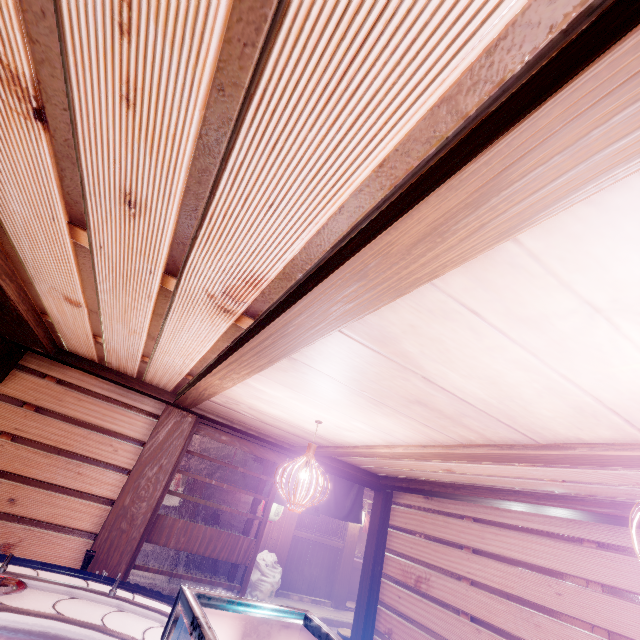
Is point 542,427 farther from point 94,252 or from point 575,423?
point 94,252

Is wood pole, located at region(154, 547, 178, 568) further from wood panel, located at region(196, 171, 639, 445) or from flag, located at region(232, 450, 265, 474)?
wood panel, located at region(196, 171, 639, 445)

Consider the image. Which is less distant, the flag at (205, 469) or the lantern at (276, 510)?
the flag at (205, 469)

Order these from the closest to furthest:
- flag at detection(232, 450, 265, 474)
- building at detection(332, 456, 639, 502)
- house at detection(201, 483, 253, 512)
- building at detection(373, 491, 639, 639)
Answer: building at detection(332, 456, 639, 502), building at detection(373, 491, 639, 639), flag at detection(232, 450, 265, 474), house at detection(201, 483, 253, 512)

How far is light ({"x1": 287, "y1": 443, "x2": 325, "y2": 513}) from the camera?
4.3m

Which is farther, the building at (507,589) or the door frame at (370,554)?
the door frame at (370,554)

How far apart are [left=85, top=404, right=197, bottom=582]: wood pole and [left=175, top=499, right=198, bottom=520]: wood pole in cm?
967

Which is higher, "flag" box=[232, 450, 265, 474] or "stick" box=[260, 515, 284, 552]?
"flag" box=[232, 450, 265, 474]
